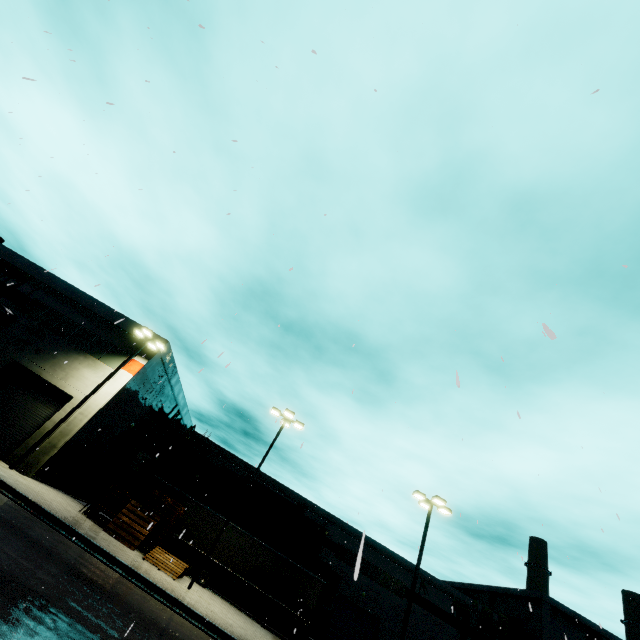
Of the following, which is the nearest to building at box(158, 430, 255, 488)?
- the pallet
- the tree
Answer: the tree

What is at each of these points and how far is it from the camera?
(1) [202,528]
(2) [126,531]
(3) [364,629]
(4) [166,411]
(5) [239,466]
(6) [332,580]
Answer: (1) semi trailer, 23.88m
(2) pallet, 16.73m
(3) roll-up door, 34.53m
(4) building, 31.41m
(5) building, 40.59m
(6) cargo container door, 27.62m

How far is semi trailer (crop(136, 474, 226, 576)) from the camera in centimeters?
2053cm

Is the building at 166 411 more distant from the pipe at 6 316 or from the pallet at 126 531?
the pallet at 126 531

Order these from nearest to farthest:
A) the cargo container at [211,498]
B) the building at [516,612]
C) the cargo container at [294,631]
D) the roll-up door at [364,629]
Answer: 1. the cargo container at [294,631]
2. the cargo container at [211,498]
3. the roll-up door at [364,629]
4. the building at [516,612]

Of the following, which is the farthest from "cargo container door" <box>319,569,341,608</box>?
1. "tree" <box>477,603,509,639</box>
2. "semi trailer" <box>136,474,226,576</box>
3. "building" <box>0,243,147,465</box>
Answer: "tree" <box>477,603,509,639</box>

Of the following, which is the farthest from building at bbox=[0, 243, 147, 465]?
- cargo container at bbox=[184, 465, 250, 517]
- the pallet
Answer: the pallet

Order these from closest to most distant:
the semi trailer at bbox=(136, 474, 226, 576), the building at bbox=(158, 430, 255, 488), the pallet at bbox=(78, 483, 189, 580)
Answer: the pallet at bbox=(78, 483, 189, 580)
the semi trailer at bbox=(136, 474, 226, 576)
the building at bbox=(158, 430, 255, 488)
